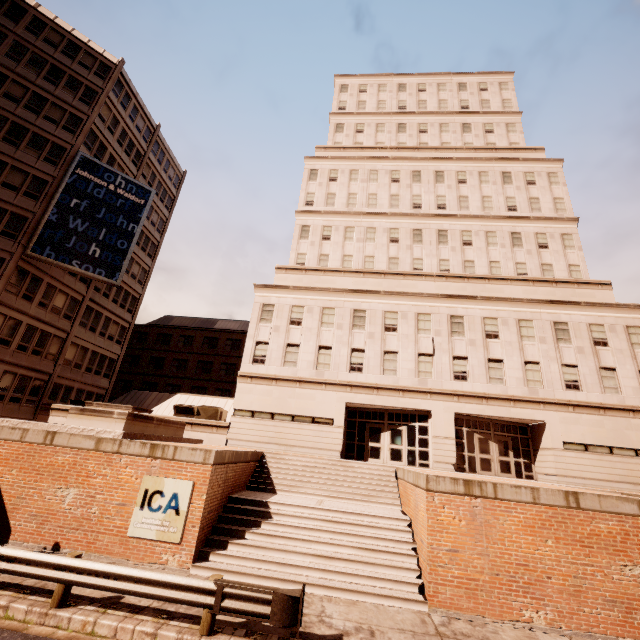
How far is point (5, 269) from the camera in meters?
23.3 m

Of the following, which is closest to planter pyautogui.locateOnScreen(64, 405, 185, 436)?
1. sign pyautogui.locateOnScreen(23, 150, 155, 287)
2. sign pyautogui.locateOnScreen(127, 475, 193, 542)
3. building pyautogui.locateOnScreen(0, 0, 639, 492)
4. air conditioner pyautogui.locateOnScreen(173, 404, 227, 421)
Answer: sign pyautogui.locateOnScreen(127, 475, 193, 542)

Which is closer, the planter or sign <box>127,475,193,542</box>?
sign <box>127,475,193,542</box>

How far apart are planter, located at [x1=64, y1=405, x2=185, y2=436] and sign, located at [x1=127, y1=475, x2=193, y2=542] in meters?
2.6 m

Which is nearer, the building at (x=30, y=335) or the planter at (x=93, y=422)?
the planter at (x=93, y=422)

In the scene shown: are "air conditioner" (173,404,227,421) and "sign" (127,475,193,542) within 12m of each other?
no

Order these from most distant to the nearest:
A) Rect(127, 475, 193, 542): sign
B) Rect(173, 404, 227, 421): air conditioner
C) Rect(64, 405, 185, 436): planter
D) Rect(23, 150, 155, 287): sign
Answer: Rect(23, 150, 155, 287): sign < Rect(173, 404, 227, 421): air conditioner < Rect(64, 405, 185, 436): planter < Rect(127, 475, 193, 542): sign

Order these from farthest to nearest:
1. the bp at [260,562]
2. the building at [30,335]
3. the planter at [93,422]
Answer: the building at [30,335]
the planter at [93,422]
the bp at [260,562]
